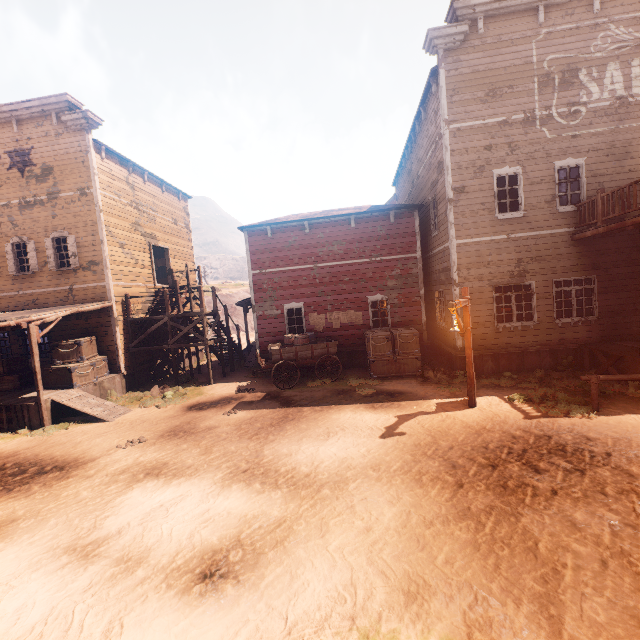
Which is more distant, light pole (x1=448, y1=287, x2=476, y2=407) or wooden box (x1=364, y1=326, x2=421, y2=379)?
wooden box (x1=364, y1=326, x2=421, y2=379)

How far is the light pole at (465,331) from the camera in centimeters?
773cm

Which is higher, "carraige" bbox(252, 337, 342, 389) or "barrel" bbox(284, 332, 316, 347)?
"barrel" bbox(284, 332, 316, 347)

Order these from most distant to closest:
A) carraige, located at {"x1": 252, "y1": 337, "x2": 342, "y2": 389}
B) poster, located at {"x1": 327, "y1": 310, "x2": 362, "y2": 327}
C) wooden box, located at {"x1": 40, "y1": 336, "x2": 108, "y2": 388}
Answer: poster, located at {"x1": 327, "y1": 310, "x2": 362, "y2": 327}, carraige, located at {"x1": 252, "y1": 337, "x2": 342, "y2": 389}, wooden box, located at {"x1": 40, "y1": 336, "x2": 108, "y2": 388}

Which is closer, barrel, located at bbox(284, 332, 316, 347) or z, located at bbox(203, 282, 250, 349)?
barrel, located at bbox(284, 332, 316, 347)

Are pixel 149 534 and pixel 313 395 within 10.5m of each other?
yes

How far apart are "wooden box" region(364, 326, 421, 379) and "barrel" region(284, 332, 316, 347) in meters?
2.1

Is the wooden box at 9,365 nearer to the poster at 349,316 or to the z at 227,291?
the z at 227,291
